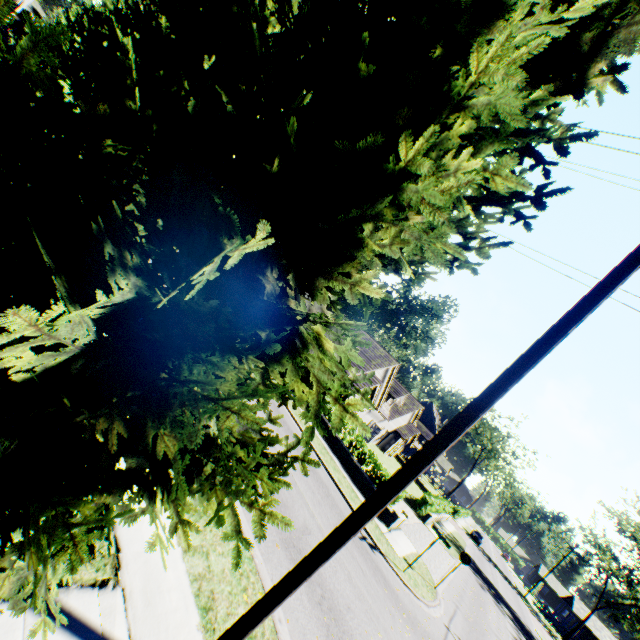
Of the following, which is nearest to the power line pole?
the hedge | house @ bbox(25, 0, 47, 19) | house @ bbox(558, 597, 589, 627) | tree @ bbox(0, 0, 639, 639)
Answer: tree @ bbox(0, 0, 639, 639)

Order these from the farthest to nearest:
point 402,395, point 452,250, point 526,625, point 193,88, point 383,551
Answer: point 402,395 < point 526,625 < point 383,551 < point 452,250 < point 193,88

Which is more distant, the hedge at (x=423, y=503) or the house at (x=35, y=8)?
the house at (x=35, y=8)

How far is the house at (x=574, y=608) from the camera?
56.2m

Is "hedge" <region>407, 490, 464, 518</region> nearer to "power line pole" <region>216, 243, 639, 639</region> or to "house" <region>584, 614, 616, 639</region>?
"power line pole" <region>216, 243, 639, 639</region>

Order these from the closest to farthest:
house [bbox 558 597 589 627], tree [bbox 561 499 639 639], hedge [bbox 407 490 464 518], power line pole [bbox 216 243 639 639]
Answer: power line pole [bbox 216 243 639 639], hedge [bbox 407 490 464 518], tree [bbox 561 499 639 639], house [bbox 558 597 589 627]

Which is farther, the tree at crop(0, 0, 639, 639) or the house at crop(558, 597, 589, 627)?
the house at crop(558, 597, 589, 627)

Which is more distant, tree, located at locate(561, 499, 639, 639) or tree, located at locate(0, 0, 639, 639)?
tree, located at locate(561, 499, 639, 639)
